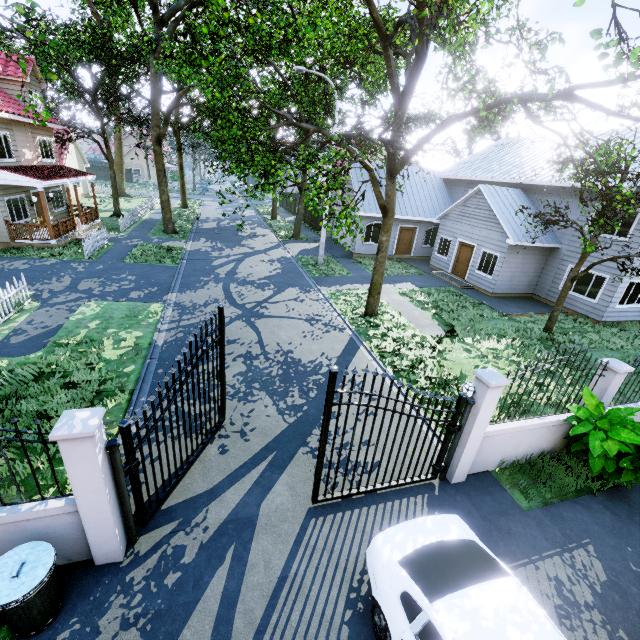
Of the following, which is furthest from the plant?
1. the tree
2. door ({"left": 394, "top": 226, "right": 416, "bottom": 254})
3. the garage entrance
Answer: door ({"left": 394, "top": 226, "right": 416, "bottom": 254})

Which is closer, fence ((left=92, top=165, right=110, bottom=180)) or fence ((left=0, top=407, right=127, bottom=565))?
fence ((left=0, top=407, right=127, bottom=565))

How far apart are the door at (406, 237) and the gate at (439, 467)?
19.5m

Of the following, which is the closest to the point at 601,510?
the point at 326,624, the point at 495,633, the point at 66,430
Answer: the point at 495,633

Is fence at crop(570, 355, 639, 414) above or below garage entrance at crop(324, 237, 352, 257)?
above

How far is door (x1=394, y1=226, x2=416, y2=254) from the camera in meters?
23.8

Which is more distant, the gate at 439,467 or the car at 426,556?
the gate at 439,467

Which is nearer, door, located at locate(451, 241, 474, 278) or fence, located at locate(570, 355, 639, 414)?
fence, located at locate(570, 355, 639, 414)
